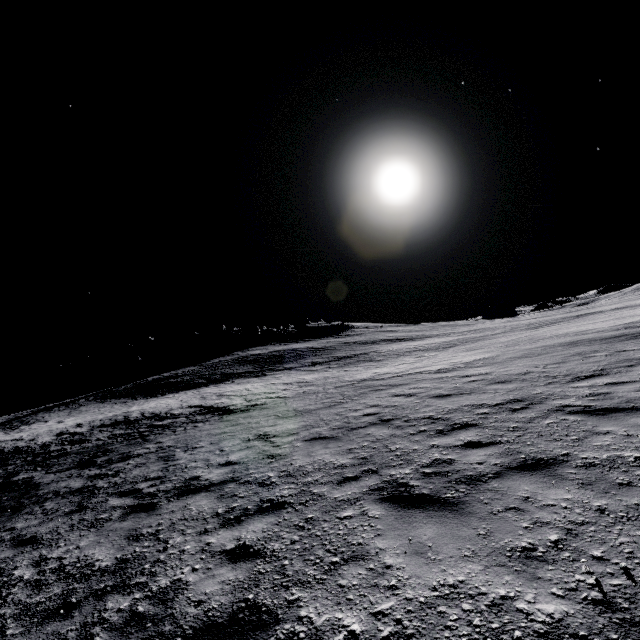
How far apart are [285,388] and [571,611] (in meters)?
20.93

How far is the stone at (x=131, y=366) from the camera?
56.88m

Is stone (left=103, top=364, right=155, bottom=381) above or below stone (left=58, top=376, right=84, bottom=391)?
above

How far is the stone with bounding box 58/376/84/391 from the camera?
55.2 meters

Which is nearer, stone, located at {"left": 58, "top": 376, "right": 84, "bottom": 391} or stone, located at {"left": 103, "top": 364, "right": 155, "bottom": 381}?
stone, located at {"left": 58, "top": 376, "right": 84, "bottom": 391}

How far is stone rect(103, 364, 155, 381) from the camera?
56.9 meters

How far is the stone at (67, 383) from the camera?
55.2m
